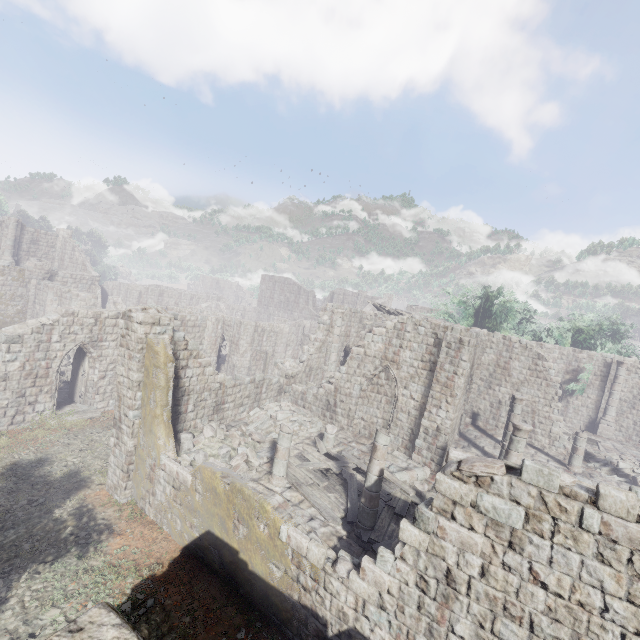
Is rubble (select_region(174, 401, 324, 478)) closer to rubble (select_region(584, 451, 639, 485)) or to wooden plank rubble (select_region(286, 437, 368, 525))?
wooden plank rubble (select_region(286, 437, 368, 525))

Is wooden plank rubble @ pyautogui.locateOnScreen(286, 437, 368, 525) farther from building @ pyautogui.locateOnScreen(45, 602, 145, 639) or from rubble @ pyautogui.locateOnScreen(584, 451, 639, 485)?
rubble @ pyautogui.locateOnScreen(584, 451, 639, 485)

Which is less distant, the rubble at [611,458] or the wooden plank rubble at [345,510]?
the wooden plank rubble at [345,510]

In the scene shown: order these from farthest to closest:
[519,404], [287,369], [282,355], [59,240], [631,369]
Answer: [59,240]
[282,355]
[631,369]
[287,369]
[519,404]

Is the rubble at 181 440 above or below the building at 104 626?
below

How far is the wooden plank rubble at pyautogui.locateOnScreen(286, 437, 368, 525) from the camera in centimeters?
1095cm

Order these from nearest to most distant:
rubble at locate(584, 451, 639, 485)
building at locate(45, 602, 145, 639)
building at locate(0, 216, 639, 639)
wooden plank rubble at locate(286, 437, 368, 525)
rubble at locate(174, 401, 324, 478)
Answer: building at locate(45, 602, 145, 639), building at locate(0, 216, 639, 639), wooden plank rubble at locate(286, 437, 368, 525), rubble at locate(174, 401, 324, 478), rubble at locate(584, 451, 639, 485)
